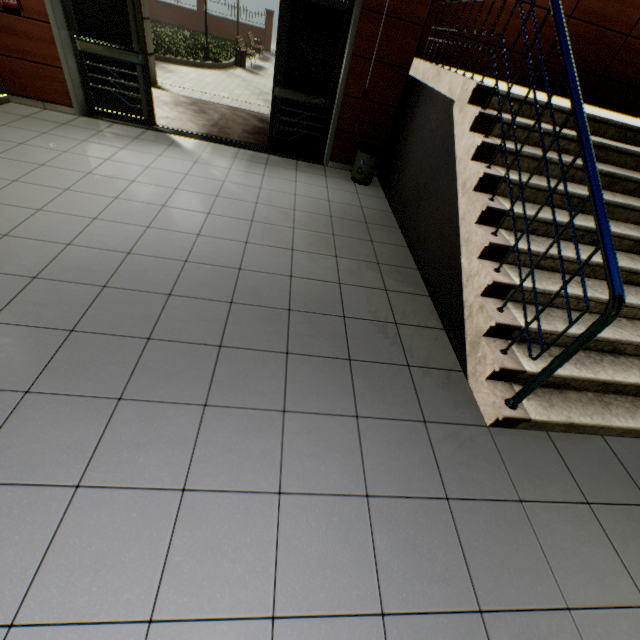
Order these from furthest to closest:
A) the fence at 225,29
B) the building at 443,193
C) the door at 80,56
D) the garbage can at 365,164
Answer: the fence at 225,29 < the garbage can at 365,164 < the door at 80,56 < the building at 443,193

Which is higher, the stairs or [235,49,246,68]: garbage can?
the stairs

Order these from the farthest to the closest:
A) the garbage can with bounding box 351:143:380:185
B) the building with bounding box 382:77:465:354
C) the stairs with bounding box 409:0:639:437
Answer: the garbage can with bounding box 351:143:380:185 < the building with bounding box 382:77:465:354 < the stairs with bounding box 409:0:639:437

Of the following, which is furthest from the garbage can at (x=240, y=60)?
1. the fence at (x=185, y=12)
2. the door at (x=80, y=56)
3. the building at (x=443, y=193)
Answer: the building at (x=443, y=193)

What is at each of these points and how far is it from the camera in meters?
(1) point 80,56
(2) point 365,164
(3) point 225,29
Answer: (1) door, 4.8 m
(2) garbage can, 5.2 m
(3) fence, 22.2 m

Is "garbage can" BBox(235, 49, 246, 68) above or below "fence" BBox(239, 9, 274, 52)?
below

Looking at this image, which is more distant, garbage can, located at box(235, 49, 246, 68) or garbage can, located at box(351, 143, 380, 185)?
garbage can, located at box(235, 49, 246, 68)

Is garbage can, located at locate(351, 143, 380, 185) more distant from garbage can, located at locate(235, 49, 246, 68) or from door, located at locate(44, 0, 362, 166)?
garbage can, located at locate(235, 49, 246, 68)
